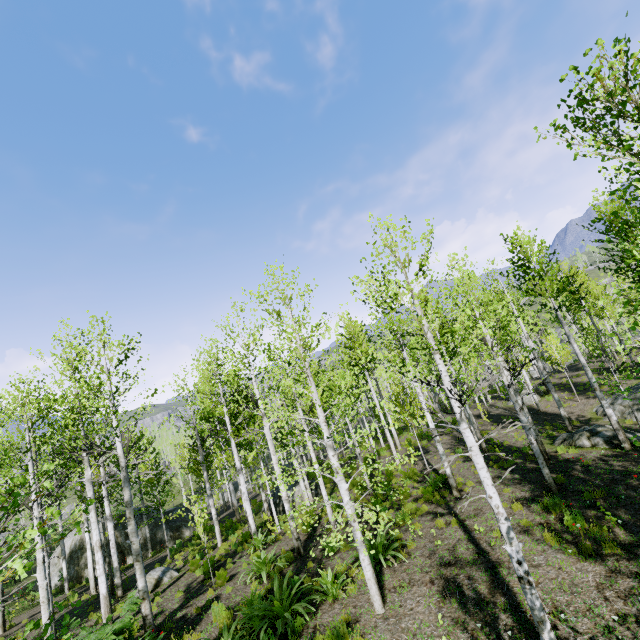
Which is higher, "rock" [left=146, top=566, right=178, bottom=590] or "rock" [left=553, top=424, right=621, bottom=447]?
"rock" [left=553, top=424, right=621, bottom=447]

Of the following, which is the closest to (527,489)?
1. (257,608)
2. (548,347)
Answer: (257,608)

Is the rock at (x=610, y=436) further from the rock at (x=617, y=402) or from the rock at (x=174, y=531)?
the rock at (x=174, y=531)

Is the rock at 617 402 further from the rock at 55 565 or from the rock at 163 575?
the rock at 55 565

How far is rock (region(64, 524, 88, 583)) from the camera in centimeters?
2167cm

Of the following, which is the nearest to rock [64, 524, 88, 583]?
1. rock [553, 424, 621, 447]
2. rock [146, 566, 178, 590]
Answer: rock [146, 566, 178, 590]

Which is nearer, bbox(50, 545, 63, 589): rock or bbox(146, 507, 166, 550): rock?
bbox(50, 545, 63, 589): rock
